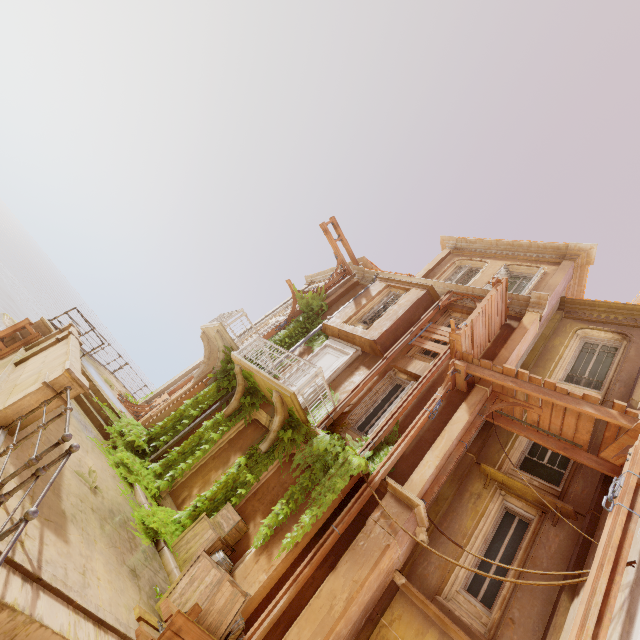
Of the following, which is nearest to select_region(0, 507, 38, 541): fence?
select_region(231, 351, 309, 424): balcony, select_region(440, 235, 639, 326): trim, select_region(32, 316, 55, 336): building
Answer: select_region(32, 316, 55, 336): building

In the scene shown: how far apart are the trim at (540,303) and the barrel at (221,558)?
11.57m

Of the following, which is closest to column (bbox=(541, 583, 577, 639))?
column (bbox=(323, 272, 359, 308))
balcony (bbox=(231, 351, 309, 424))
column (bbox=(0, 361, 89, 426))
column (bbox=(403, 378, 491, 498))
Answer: column (bbox=(403, 378, 491, 498))

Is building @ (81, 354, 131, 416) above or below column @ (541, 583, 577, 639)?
below

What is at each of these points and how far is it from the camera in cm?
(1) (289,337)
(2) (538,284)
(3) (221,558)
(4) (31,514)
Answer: (1) plant, 1432
(2) window, 1245
(3) barrel, 702
(4) fence, 285

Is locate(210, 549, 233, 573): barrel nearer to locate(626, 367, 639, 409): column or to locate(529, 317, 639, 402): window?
locate(626, 367, 639, 409): column

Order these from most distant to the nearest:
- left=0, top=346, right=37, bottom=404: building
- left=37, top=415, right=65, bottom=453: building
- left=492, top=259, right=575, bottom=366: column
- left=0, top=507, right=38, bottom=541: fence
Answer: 1. left=492, top=259, right=575, bottom=366: column
2. left=0, top=346, right=37, bottom=404: building
3. left=37, top=415, right=65, bottom=453: building
4. left=0, top=507, right=38, bottom=541: fence

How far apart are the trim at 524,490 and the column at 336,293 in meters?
9.0 m
